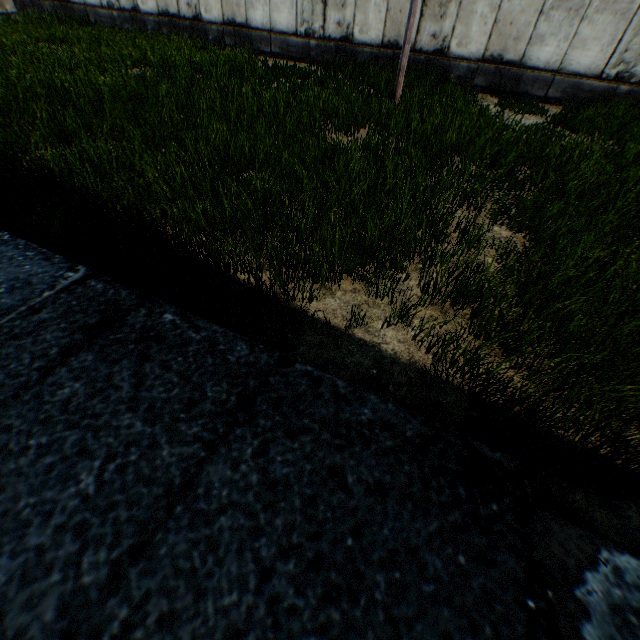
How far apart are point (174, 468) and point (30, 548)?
0.7 meters
